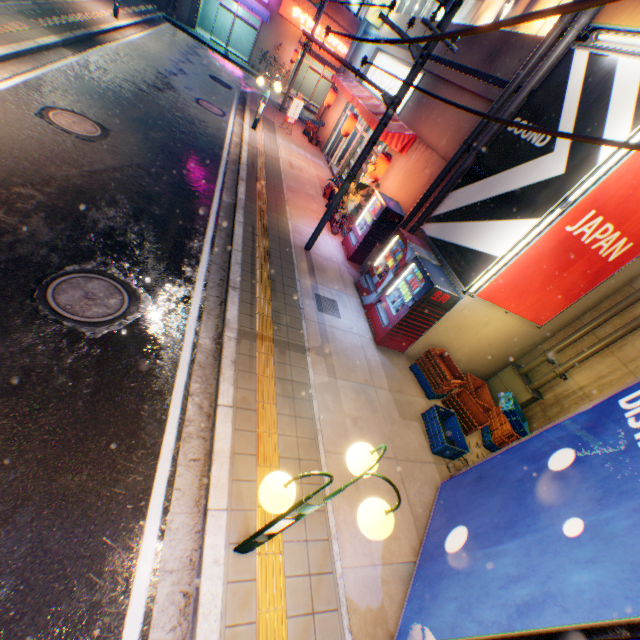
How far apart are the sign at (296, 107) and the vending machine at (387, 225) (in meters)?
10.04

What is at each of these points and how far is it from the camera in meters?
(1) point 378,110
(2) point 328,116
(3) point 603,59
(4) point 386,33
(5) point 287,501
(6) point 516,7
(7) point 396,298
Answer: (1) awning, 12.6
(2) building, 19.3
(3) billboard, 5.6
(4) building, 15.0
(5) street lamp, 2.3
(6) window glass, 9.5
(7) bottle, 7.9

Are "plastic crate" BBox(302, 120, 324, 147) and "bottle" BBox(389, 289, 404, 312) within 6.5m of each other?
no

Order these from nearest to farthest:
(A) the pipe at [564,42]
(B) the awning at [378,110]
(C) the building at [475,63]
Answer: (A) the pipe at [564,42] → (C) the building at [475,63] → (B) the awning at [378,110]

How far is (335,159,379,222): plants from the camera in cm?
1058

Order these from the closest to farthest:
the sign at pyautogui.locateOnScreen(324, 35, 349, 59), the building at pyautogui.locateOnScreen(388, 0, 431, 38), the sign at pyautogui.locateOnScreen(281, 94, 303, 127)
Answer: the building at pyautogui.locateOnScreen(388, 0, 431, 38) < the sign at pyautogui.locateOnScreen(281, 94, 303, 127) < the sign at pyautogui.locateOnScreen(324, 35, 349, 59)

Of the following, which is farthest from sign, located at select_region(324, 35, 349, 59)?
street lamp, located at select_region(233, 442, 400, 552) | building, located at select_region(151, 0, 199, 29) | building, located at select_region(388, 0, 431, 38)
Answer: street lamp, located at select_region(233, 442, 400, 552)

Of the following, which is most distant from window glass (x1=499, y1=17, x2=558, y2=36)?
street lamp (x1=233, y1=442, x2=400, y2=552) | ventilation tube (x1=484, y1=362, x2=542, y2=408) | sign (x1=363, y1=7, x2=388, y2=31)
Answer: street lamp (x1=233, y1=442, x2=400, y2=552)
